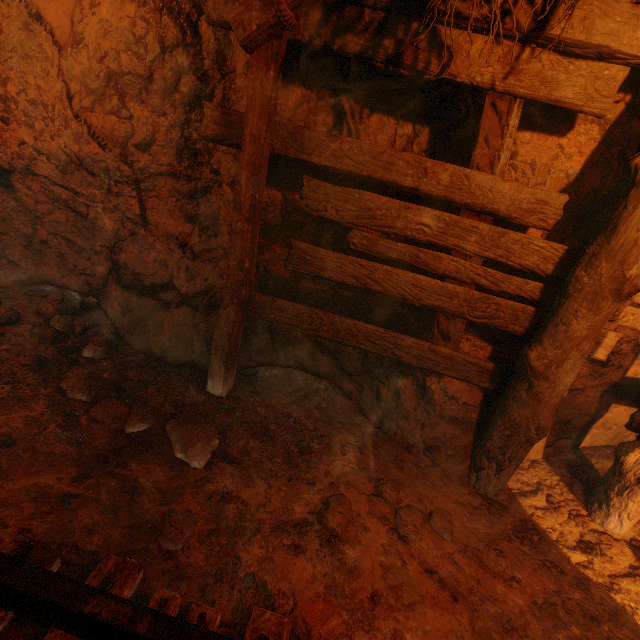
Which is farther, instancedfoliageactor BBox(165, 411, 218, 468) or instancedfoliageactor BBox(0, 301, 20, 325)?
instancedfoliageactor BBox(0, 301, 20, 325)

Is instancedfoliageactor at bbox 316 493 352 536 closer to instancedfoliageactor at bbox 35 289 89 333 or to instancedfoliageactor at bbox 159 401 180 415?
instancedfoliageactor at bbox 159 401 180 415

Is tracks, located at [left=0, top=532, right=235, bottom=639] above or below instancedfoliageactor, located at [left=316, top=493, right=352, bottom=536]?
above

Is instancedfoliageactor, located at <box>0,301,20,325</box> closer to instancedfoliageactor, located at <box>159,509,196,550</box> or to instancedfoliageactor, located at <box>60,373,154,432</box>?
instancedfoliageactor, located at <box>60,373,154,432</box>

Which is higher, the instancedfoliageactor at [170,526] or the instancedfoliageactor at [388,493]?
the instancedfoliageactor at [170,526]

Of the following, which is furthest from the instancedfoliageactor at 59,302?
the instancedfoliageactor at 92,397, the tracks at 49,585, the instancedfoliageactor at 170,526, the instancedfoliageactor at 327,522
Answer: the instancedfoliageactor at 327,522

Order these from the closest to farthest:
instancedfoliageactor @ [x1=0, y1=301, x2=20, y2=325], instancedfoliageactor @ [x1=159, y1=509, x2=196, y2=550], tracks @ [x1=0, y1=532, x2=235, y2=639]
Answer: tracks @ [x1=0, y1=532, x2=235, y2=639], instancedfoliageactor @ [x1=159, y1=509, x2=196, y2=550], instancedfoliageactor @ [x1=0, y1=301, x2=20, y2=325]

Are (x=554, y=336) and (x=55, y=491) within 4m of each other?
yes
